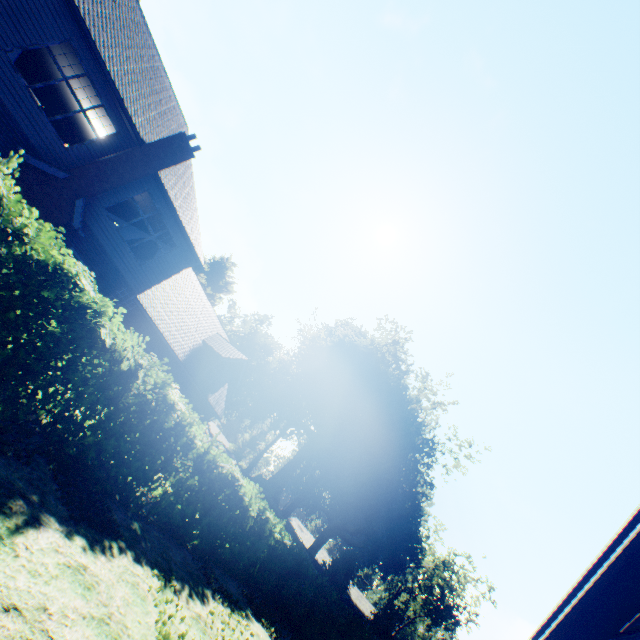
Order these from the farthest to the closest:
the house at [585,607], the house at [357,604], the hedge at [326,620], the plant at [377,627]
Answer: the house at [357,604], the plant at [377,627], the hedge at [326,620], the house at [585,607]

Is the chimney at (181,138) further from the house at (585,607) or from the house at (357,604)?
the house at (357,604)

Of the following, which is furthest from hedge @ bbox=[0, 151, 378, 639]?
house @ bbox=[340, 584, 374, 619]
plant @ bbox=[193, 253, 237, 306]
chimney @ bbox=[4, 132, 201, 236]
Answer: house @ bbox=[340, 584, 374, 619]

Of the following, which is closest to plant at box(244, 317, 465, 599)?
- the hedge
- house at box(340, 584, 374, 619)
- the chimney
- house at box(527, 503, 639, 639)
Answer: house at box(340, 584, 374, 619)

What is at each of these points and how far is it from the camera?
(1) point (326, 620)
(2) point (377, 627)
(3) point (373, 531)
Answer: (1) hedge, 14.75m
(2) plant, 39.38m
(3) plant, 43.31m

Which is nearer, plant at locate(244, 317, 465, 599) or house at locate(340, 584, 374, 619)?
plant at locate(244, 317, 465, 599)

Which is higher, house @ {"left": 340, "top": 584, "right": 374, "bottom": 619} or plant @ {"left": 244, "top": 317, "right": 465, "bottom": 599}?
plant @ {"left": 244, "top": 317, "right": 465, "bottom": 599}

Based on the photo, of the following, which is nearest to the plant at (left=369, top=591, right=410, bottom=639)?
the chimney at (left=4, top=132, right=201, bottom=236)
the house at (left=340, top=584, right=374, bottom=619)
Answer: the house at (left=340, top=584, right=374, bottom=619)
